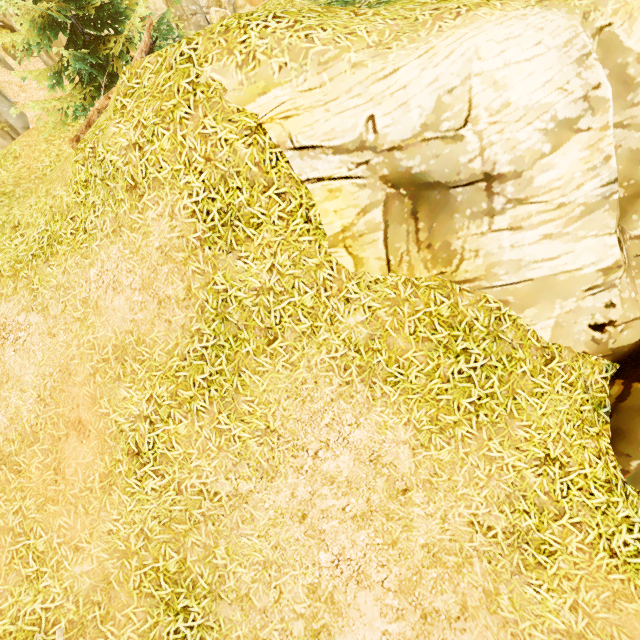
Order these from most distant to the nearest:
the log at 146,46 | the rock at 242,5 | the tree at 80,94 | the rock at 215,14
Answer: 1. the rock at 242,5
2. the rock at 215,14
3. the tree at 80,94
4. the log at 146,46

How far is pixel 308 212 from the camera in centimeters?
424cm

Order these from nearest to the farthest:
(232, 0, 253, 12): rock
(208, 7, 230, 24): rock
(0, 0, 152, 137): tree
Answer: (0, 0, 152, 137): tree → (208, 7, 230, 24): rock → (232, 0, 253, 12): rock

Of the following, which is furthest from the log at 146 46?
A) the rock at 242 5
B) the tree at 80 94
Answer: the rock at 242 5

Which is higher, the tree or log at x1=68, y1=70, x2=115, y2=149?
the tree

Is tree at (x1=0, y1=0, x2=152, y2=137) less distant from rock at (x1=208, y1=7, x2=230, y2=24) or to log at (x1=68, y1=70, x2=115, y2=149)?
log at (x1=68, y1=70, x2=115, y2=149)

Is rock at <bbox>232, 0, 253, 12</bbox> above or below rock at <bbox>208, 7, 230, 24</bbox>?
below
